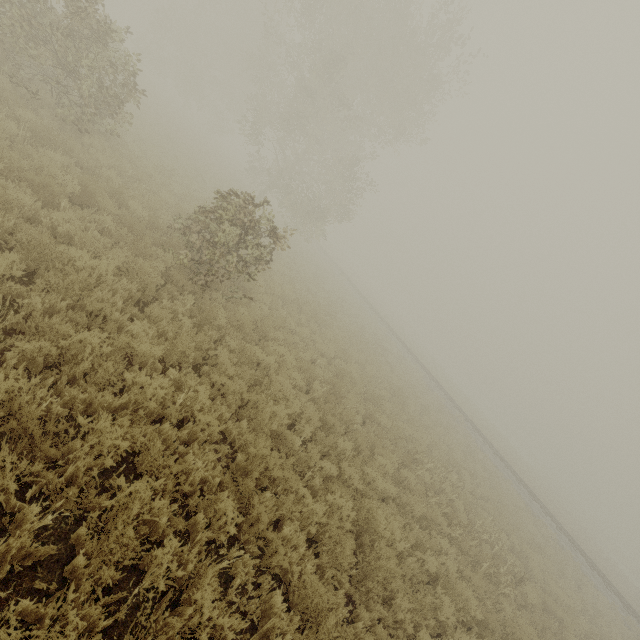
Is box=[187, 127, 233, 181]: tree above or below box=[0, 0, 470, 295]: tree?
below

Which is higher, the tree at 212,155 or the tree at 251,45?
the tree at 251,45

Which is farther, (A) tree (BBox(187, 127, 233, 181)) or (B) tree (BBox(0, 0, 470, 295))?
(A) tree (BBox(187, 127, 233, 181))

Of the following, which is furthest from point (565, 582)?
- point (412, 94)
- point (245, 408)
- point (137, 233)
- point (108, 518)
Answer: point (412, 94)

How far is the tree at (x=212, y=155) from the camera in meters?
25.1

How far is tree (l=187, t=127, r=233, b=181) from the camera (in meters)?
25.12
